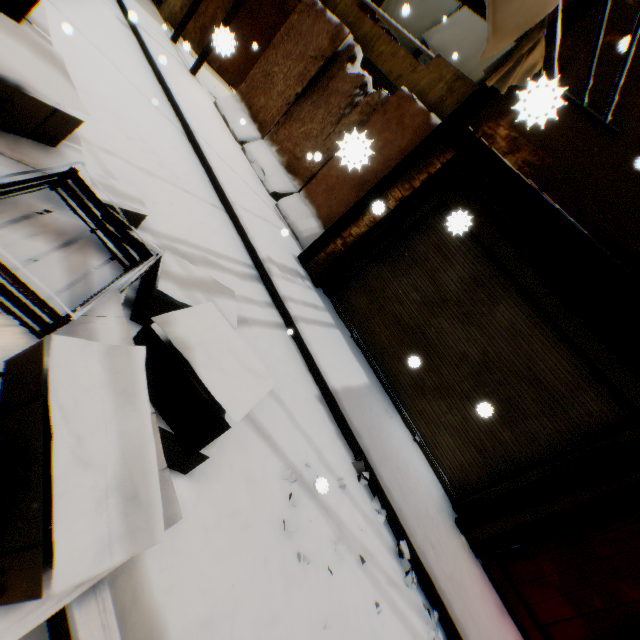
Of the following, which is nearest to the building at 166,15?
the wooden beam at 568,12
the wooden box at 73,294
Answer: the wooden beam at 568,12

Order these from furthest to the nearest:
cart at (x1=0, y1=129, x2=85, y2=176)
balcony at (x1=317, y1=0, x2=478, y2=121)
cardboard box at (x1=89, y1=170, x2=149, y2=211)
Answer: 1. balcony at (x1=317, y1=0, x2=478, y2=121)
2. cardboard box at (x1=89, y1=170, x2=149, y2=211)
3. cart at (x1=0, y1=129, x2=85, y2=176)

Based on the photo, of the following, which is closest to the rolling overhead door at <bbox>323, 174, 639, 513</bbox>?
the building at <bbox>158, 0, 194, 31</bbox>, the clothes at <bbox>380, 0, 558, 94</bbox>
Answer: A: the building at <bbox>158, 0, 194, 31</bbox>

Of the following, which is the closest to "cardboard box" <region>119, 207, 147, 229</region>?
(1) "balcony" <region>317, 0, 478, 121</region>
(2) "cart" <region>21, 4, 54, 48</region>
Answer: (2) "cart" <region>21, 4, 54, 48</region>

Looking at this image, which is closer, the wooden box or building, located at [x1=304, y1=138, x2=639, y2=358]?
the wooden box

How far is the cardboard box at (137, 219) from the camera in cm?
290

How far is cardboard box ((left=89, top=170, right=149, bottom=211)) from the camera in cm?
278

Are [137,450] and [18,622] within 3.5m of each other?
yes
